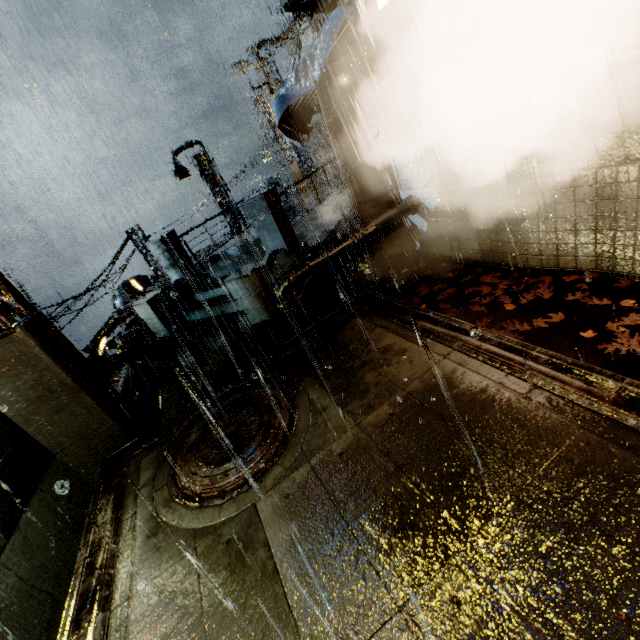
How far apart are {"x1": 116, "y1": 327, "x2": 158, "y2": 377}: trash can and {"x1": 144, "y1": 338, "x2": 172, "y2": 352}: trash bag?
0.01m

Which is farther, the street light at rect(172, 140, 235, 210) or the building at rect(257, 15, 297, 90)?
the street light at rect(172, 140, 235, 210)

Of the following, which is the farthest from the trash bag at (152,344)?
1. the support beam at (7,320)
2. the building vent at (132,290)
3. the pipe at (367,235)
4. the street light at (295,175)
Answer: the building vent at (132,290)

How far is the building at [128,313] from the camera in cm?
1568

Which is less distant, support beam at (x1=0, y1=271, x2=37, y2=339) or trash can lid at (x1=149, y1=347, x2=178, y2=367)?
support beam at (x1=0, y1=271, x2=37, y2=339)

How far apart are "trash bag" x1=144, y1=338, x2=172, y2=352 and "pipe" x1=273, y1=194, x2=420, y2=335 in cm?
387

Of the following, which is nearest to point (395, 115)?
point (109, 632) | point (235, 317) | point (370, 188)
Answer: point (370, 188)

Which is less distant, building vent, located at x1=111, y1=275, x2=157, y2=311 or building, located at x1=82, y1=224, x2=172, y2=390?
building, located at x1=82, y1=224, x2=172, y2=390
